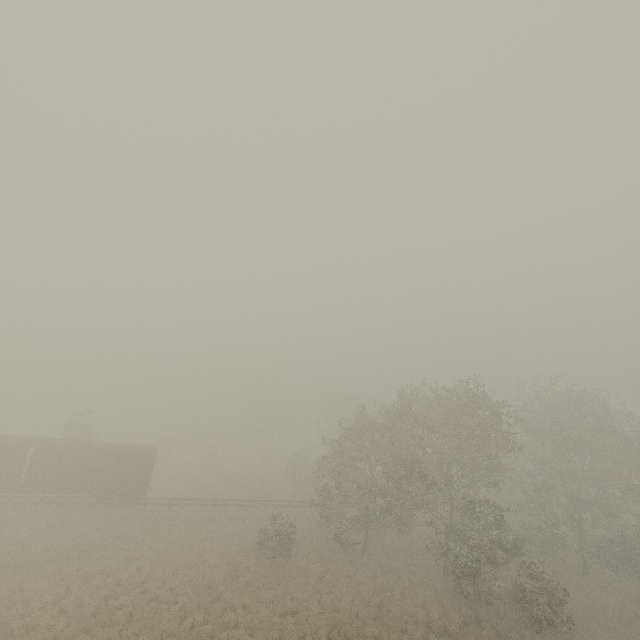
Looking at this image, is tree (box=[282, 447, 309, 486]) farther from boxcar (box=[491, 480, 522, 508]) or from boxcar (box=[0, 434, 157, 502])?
boxcar (box=[491, 480, 522, 508])

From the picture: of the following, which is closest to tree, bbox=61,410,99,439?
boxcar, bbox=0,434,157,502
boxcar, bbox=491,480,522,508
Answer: boxcar, bbox=0,434,157,502

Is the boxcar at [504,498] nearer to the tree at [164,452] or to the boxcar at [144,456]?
the tree at [164,452]

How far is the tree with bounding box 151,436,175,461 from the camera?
46.6 meters

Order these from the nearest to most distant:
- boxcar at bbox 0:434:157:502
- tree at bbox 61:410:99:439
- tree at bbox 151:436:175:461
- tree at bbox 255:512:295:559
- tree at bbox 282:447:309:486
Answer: tree at bbox 255:512:295:559, boxcar at bbox 0:434:157:502, tree at bbox 61:410:99:439, tree at bbox 282:447:309:486, tree at bbox 151:436:175:461

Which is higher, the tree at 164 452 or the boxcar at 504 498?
the boxcar at 504 498

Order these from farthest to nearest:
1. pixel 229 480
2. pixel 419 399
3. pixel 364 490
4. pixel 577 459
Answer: pixel 229 480
pixel 577 459
pixel 419 399
pixel 364 490
